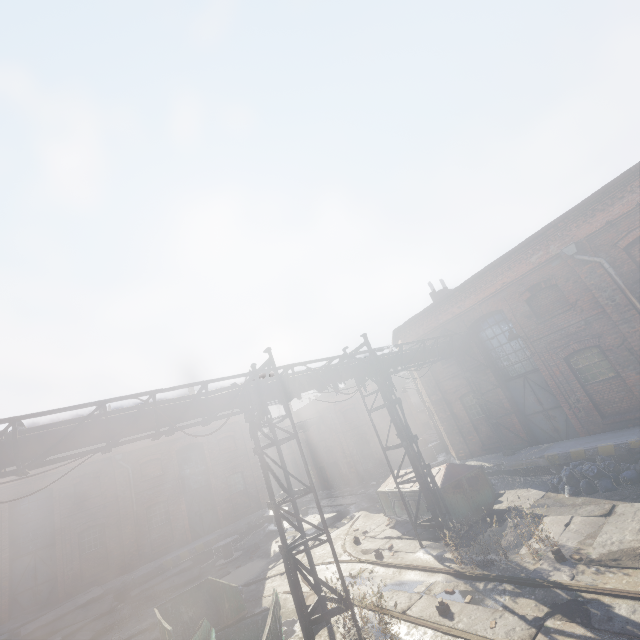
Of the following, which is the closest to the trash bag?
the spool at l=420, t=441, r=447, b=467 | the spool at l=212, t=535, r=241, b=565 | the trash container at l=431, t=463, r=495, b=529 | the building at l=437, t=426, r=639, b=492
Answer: the building at l=437, t=426, r=639, b=492

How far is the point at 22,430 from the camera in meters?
6.5 m

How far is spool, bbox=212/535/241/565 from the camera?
18.34m

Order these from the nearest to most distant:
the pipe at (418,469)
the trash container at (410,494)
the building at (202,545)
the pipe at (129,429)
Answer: the pipe at (129,429) → the pipe at (418,469) → the trash container at (410,494) → the building at (202,545)

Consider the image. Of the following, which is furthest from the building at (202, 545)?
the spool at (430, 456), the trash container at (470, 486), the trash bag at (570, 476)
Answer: the trash bag at (570, 476)

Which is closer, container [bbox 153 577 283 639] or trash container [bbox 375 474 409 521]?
container [bbox 153 577 283 639]

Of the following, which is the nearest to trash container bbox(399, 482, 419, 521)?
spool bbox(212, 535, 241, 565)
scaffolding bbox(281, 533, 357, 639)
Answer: scaffolding bbox(281, 533, 357, 639)

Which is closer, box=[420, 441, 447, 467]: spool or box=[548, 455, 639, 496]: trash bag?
box=[548, 455, 639, 496]: trash bag
